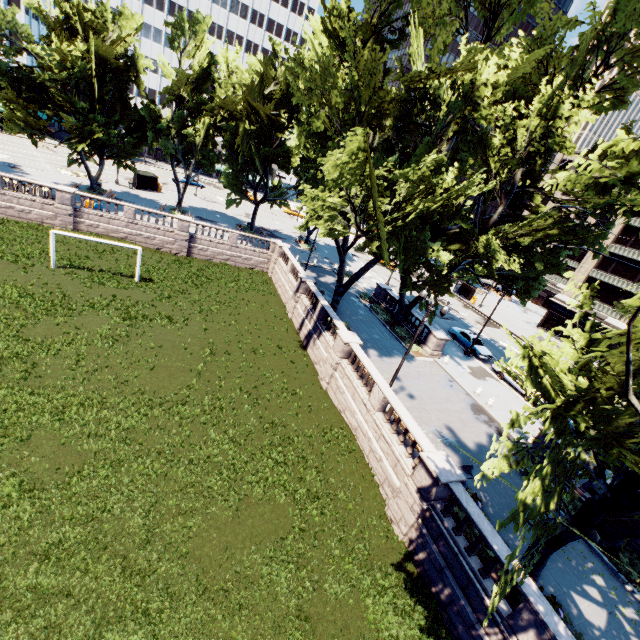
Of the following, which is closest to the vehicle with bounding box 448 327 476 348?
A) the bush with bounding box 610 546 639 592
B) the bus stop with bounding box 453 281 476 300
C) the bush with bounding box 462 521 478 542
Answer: the bush with bounding box 610 546 639 592

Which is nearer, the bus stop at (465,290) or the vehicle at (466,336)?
the vehicle at (466,336)

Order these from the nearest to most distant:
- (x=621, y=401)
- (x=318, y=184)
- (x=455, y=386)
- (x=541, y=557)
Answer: (x=621, y=401), (x=541, y=557), (x=455, y=386), (x=318, y=184)

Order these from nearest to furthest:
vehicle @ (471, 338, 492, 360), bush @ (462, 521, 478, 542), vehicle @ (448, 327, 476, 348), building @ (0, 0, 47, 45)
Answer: bush @ (462, 521, 478, 542) → vehicle @ (471, 338, 492, 360) → vehicle @ (448, 327, 476, 348) → building @ (0, 0, 47, 45)

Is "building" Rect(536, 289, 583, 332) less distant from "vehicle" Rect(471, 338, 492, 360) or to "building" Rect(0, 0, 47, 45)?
"vehicle" Rect(471, 338, 492, 360)

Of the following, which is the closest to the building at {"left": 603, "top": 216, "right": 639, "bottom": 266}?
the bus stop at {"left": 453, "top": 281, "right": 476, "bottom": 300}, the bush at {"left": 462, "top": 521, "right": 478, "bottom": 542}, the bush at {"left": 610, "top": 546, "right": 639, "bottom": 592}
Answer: the bus stop at {"left": 453, "top": 281, "right": 476, "bottom": 300}

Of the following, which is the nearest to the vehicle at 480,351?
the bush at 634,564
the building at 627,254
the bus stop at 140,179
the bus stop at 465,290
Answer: the bush at 634,564

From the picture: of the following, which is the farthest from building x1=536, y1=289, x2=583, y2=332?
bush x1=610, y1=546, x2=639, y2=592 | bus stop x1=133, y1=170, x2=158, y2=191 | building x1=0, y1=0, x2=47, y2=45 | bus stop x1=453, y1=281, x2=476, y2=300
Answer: bus stop x1=133, y1=170, x2=158, y2=191
